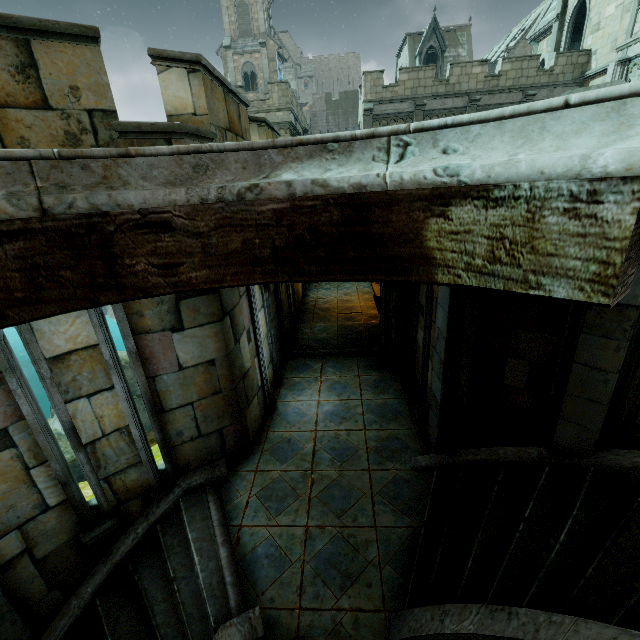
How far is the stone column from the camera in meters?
7.0

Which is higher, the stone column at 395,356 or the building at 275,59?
the building at 275,59

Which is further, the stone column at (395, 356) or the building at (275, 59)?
the building at (275, 59)

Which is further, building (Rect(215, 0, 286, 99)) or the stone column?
building (Rect(215, 0, 286, 99))

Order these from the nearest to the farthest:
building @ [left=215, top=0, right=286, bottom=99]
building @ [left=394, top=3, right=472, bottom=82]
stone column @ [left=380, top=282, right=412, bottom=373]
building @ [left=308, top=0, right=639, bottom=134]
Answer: stone column @ [left=380, top=282, right=412, bottom=373] → building @ [left=308, top=0, right=639, bottom=134] → building @ [left=394, top=3, right=472, bottom=82] → building @ [left=215, top=0, right=286, bottom=99]

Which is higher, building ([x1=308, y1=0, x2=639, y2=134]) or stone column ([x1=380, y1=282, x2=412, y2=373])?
building ([x1=308, y1=0, x2=639, y2=134])

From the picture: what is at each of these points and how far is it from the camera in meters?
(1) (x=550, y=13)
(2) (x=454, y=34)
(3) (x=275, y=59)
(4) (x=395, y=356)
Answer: (1) building, 21.8
(2) building, 34.3
(3) building, 37.9
(4) stone column, 7.6
